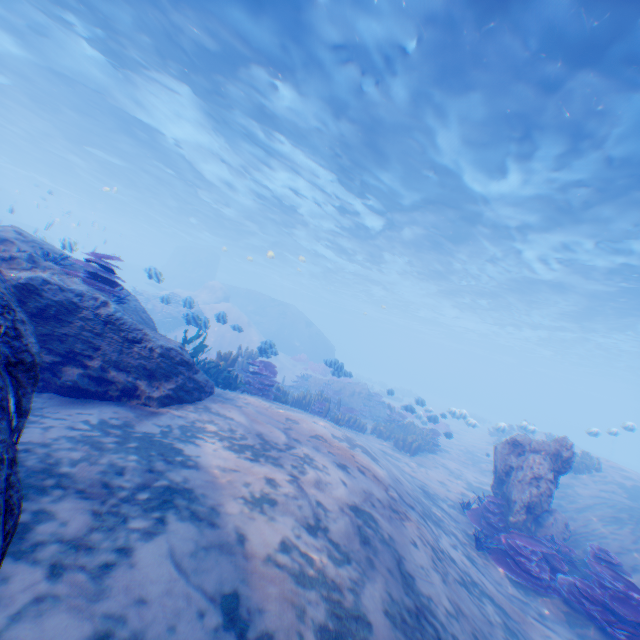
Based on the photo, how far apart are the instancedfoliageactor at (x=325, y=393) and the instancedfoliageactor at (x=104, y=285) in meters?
7.0

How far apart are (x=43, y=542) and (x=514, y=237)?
22.13m

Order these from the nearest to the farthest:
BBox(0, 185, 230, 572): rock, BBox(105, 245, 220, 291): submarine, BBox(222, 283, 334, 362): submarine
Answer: BBox(0, 185, 230, 572): rock < BBox(222, 283, 334, 362): submarine < BBox(105, 245, 220, 291): submarine

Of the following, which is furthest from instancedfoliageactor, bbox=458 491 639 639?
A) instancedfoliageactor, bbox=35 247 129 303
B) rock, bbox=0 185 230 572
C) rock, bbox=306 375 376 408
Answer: instancedfoliageactor, bbox=35 247 129 303

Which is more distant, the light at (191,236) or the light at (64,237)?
the light at (64,237)

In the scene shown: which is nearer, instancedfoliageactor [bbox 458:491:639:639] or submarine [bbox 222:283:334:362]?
instancedfoliageactor [bbox 458:491:639:639]

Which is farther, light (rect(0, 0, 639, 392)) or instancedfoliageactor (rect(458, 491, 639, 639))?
light (rect(0, 0, 639, 392))

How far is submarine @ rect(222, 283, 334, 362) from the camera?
34.2 meters
